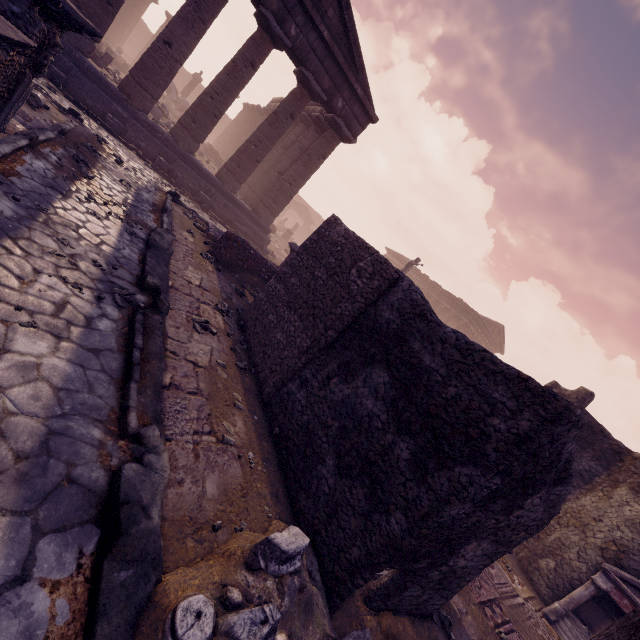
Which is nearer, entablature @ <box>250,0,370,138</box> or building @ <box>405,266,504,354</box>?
entablature @ <box>250,0,370,138</box>

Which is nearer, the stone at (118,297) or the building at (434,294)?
the stone at (118,297)

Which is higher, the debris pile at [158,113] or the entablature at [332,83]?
the entablature at [332,83]

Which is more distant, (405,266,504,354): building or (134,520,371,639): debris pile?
(405,266,504,354): building

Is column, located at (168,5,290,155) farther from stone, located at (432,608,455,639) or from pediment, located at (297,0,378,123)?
stone, located at (432,608,455,639)

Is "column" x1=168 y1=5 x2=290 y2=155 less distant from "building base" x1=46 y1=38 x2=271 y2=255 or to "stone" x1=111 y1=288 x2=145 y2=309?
"building base" x1=46 y1=38 x2=271 y2=255

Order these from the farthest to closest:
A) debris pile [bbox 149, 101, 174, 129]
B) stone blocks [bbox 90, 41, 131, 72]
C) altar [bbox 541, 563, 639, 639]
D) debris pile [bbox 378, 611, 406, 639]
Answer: debris pile [bbox 149, 101, 174, 129]
stone blocks [bbox 90, 41, 131, 72]
altar [bbox 541, 563, 639, 639]
debris pile [bbox 378, 611, 406, 639]

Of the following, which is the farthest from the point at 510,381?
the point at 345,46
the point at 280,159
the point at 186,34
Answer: the point at 280,159
